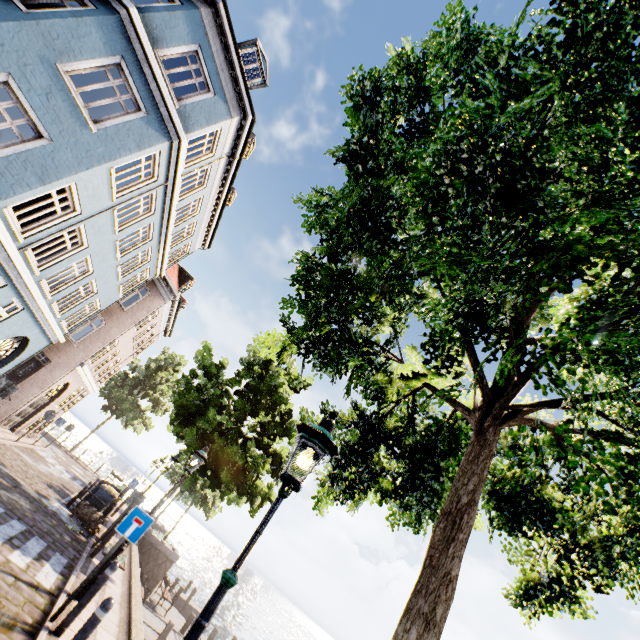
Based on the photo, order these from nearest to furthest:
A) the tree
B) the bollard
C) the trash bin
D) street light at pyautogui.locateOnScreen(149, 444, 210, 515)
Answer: the tree < the bollard < street light at pyautogui.locateOnScreen(149, 444, 210, 515) < the trash bin

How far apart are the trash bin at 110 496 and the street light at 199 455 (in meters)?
9.56

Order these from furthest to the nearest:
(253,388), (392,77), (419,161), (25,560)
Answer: (253,388)
(25,560)
(392,77)
(419,161)

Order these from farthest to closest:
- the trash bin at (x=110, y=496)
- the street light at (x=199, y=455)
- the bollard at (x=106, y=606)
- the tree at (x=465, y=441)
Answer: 1. the trash bin at (x=110, y=496)
2. the street light at (x=199, y=455)
3. the bollard at (x=106, y=606)
4. the tree at (x=465, y=441)

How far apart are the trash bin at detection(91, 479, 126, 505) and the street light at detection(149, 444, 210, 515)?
9.6 meters

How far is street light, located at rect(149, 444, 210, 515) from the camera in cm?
809

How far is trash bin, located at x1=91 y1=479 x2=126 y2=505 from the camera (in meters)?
13.97

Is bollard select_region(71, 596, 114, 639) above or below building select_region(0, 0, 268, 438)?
below
